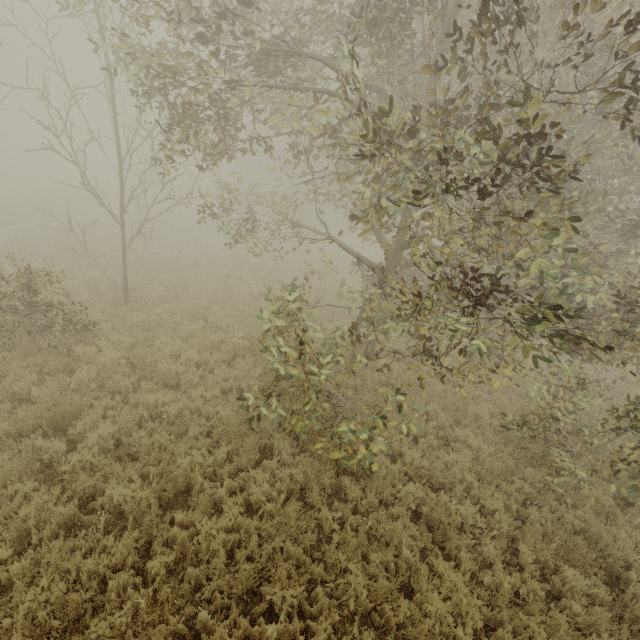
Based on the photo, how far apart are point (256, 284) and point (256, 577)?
11.5 meters

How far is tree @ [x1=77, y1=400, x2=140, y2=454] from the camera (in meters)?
5.81

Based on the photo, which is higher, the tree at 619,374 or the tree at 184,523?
the tree at 619,374

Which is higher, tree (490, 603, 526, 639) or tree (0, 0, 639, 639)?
tree (0, 0, 639, 639)

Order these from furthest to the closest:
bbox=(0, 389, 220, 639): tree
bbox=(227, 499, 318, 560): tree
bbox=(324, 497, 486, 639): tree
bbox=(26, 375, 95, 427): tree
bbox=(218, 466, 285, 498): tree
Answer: bbox=(26, 375, 95, 427): tree → bbox=(218, 466, 285, 498): tree → bbox=(227, 499, 318, 560): tree → bbox=(324, 497, 486, 639): tree → bbox=(0, 389, 220, 639): tree

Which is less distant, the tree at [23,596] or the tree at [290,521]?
the tree at [23,596]

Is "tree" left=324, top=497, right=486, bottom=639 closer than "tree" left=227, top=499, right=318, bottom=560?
Yes
